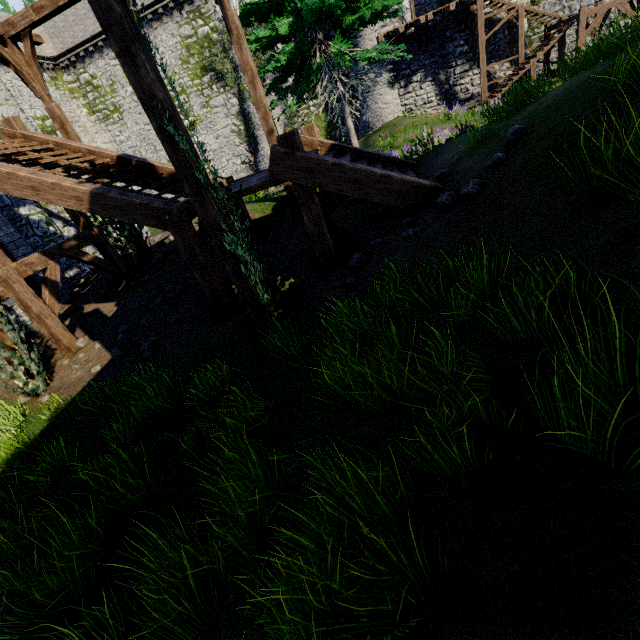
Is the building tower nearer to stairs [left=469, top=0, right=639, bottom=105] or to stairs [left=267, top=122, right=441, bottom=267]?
stairs [left=267, top=122, right=441, bottom=267]

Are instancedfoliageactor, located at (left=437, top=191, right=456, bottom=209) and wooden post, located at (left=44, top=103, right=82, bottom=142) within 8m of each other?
no

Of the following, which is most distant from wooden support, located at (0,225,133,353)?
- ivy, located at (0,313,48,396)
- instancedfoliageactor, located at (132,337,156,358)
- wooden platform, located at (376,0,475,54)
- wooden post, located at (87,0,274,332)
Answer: wooden platform, located at (376,0,475,54)

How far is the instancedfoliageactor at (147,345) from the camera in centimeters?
722cm

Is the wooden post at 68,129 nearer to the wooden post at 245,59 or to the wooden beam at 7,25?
the wooden beam at 7,25

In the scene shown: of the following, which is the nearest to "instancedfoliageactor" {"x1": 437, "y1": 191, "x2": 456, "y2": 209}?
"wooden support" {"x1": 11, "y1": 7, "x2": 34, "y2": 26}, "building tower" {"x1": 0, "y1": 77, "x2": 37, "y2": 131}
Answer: "wooden support" {"x1": 11, "y1": 7, "x2": 34, "y2": 26}

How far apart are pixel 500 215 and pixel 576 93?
1.9 meters

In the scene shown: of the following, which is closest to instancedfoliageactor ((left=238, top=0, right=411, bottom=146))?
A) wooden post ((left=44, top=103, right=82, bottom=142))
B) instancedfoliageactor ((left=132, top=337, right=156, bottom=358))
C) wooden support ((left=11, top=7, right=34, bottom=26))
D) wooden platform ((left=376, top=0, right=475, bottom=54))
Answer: wooden support ((left=11, top=7, right=34, bottom=26))
